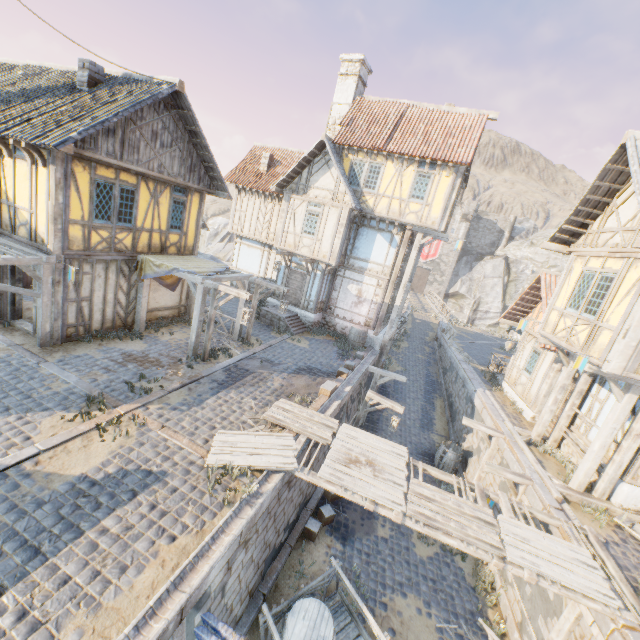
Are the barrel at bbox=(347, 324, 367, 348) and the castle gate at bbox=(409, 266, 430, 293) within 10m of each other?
no

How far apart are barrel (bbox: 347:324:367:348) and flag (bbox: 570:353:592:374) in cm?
971

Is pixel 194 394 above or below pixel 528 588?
above

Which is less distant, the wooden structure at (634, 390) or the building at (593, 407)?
the wooden structure at (634, 390)

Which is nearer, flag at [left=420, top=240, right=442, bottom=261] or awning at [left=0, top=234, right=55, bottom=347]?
awning at [left=0, top=234, right=55, bottom=347]

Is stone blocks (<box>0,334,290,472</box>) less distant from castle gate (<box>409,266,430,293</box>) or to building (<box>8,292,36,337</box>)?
building (<box>8,292,36,337</box>)

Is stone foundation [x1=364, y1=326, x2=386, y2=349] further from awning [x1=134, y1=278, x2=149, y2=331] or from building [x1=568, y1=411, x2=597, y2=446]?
building [x1=568, y1=411, x2=597, y2=446]

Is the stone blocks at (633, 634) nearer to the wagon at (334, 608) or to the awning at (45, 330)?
the awning at (45, 330)
